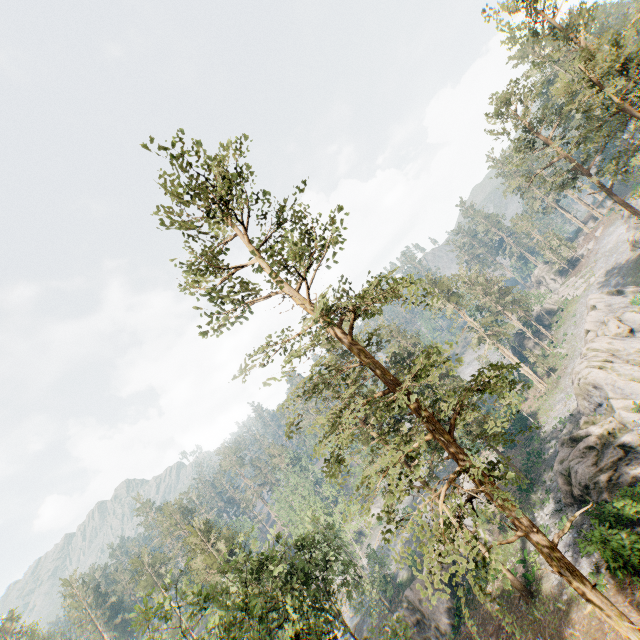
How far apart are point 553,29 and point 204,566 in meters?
67.3 m

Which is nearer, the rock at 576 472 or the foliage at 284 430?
the foliage at 284 430

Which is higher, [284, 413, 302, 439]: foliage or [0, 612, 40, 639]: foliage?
[0, 612, 40, 639]: foliage

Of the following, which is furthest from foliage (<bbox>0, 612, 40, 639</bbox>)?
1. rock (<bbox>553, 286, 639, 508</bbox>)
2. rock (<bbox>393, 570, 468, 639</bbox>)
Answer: rock (<bbox>553, 286, 639, 508</bbox>)

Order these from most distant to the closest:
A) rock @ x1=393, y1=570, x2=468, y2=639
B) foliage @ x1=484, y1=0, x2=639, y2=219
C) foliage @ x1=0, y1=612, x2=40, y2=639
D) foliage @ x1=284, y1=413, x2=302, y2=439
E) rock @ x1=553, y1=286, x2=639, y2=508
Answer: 1. foliage @ x1=0, y1=612, x2=40, y2=639
2. rock @ x1=393, y1=570, x2=468, y2=639
3. rock @ x1=553, y1=286, x2=639, y2=508
4. foliage @ x1=484, y1=0, x2=639, y2=219
5. foliage @ x1=284, y1=413, x2=302, y2=439

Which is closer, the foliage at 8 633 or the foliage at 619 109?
the foliage at 619 109
